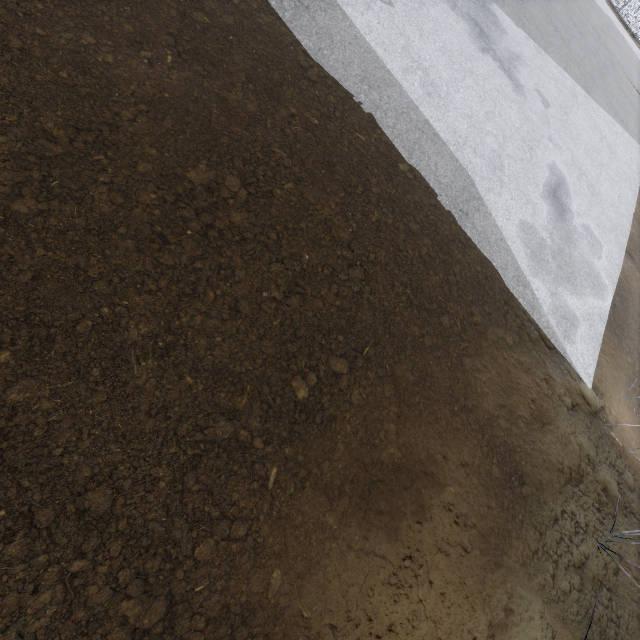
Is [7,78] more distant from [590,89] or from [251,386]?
[590,89]
